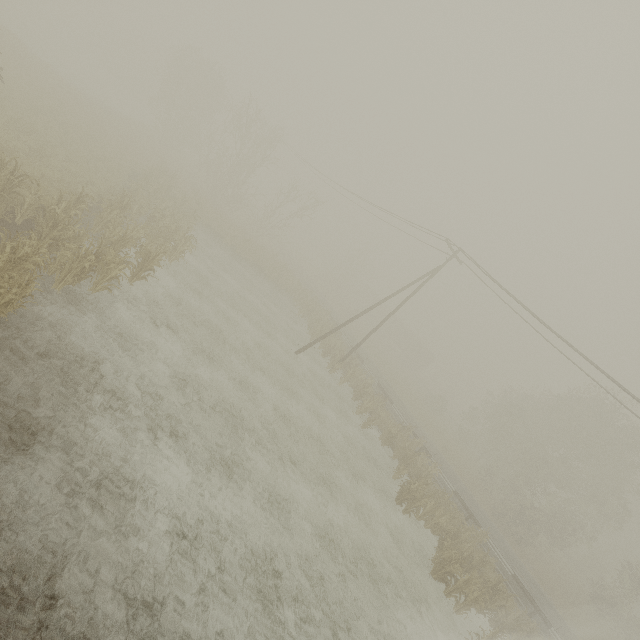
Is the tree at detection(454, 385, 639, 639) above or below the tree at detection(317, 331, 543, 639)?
above

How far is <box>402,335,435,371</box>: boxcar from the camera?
57.34m

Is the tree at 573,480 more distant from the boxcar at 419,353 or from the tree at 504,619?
the boxcar at 419,353

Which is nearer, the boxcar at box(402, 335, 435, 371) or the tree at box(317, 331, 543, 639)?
the tree at box(317, 331, 543, 639)

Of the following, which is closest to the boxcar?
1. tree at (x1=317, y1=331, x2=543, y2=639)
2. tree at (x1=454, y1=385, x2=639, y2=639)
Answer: tree at (x1=454, y1=385, x2=639, y2=639)

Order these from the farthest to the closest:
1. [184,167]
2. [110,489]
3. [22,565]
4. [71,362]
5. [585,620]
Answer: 1. [184,167]
2. [585,620]
3. [71,362]
4. [110,489]
5. [22,565]

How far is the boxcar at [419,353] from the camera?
57.3 meters
